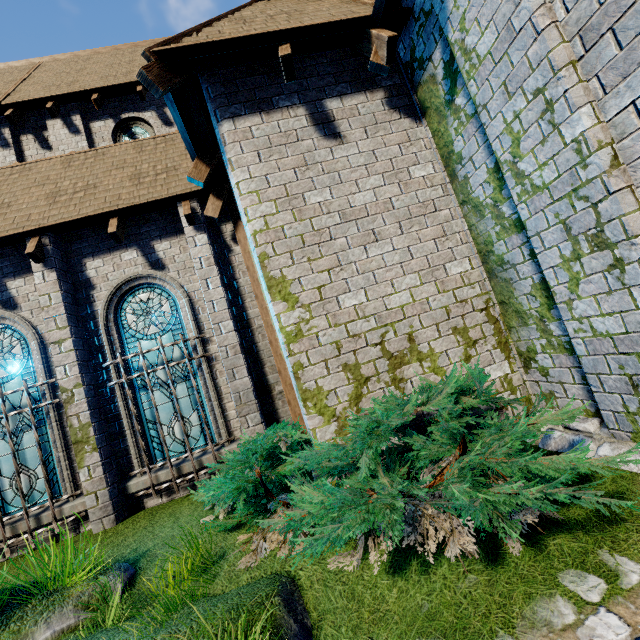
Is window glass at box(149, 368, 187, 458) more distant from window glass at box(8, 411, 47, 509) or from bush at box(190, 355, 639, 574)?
window glass at box(8, 411, 47, 509)

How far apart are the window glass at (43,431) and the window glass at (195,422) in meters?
1.5 m

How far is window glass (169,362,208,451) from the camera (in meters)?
6.67

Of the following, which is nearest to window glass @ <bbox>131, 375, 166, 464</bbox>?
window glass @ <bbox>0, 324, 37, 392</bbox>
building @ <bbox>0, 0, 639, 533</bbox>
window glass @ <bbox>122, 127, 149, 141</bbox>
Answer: building @ <bbox>0, 0, 639, 533</bbox>

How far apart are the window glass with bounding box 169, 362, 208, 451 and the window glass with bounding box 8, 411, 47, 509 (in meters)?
1.51

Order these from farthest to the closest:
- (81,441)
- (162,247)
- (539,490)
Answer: (162,247)
(81,441)
(539,490)

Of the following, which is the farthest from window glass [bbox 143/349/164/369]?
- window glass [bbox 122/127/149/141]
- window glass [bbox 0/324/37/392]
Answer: window glass [bbox 122/127/149/141]

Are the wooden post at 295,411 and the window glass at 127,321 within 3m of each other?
yes
